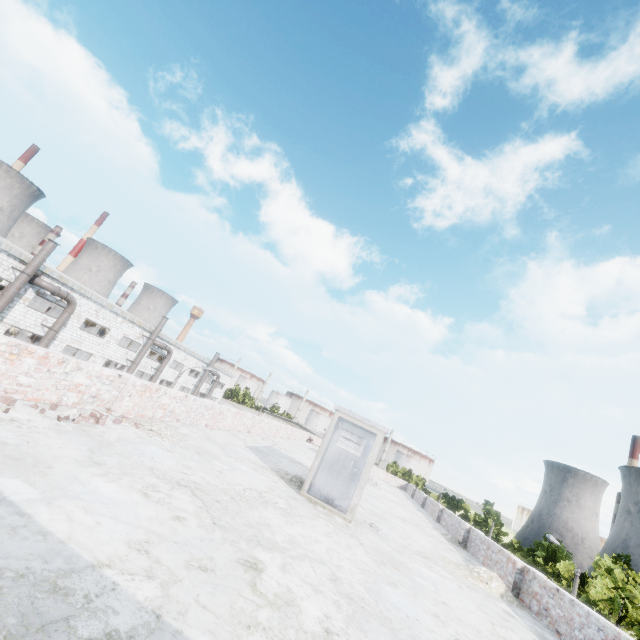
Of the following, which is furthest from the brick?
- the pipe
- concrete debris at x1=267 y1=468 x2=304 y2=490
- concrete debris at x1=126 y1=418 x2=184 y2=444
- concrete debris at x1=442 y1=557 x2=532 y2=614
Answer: the pipe

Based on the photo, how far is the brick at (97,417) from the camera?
4.93m

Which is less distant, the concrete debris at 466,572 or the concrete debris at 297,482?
the concrete debris at 466,572

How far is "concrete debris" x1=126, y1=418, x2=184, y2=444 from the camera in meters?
6.7 m

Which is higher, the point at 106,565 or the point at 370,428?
the point at 370,428

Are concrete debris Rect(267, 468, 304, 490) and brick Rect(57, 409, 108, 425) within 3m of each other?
no

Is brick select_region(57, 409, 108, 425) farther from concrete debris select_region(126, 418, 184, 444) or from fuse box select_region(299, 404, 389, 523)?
fuse box select_region(299, 404, 389, 523)

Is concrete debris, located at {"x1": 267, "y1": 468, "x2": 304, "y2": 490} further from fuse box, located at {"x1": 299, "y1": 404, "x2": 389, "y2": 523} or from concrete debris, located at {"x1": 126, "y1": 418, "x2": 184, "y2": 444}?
concrete debris, located at {"x1": 126, "y1": 418, "x2": 184, "y2": 444}
